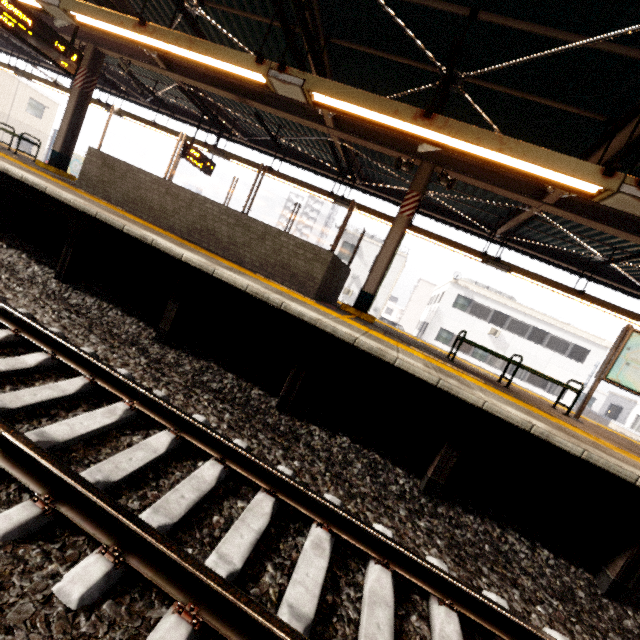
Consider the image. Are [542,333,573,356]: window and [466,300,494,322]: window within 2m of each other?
no

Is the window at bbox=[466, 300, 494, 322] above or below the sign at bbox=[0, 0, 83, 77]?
above

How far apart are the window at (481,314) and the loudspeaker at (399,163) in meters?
20.9 m

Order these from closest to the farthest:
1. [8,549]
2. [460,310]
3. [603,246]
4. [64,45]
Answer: [8,549]
[64,45]
[603,246]
[460,310]

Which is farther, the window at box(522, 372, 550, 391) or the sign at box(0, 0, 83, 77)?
the window at box(522, 372, 550, 391)

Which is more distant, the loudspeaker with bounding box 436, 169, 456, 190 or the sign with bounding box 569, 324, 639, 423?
the loudspeaker with bounding box 436, 169, 456, 190

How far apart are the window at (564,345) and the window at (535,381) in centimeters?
172cm

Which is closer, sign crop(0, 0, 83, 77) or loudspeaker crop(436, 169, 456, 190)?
sign crop(0, 0, 83, 77)
